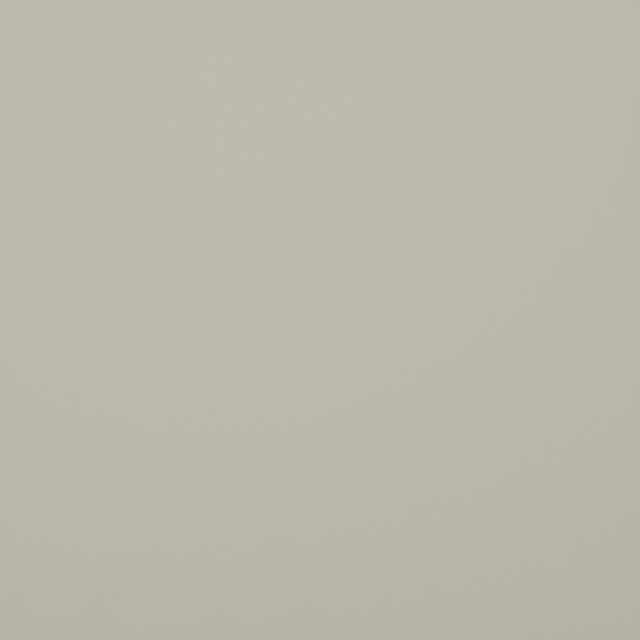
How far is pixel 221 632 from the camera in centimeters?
4734cm
